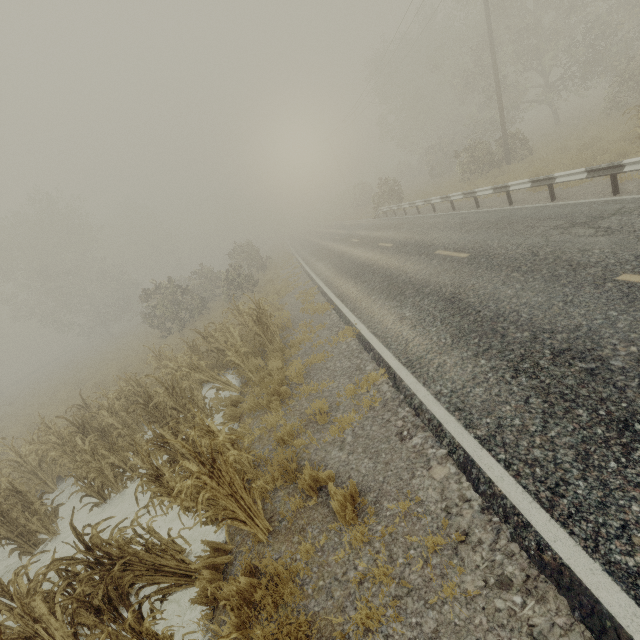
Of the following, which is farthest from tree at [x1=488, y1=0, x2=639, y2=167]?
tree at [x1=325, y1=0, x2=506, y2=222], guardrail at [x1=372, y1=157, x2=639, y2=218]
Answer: tree at [x1=325, y1=0, x2=506, y2=222]

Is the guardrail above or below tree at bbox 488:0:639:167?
below

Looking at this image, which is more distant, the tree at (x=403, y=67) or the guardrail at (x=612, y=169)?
the tree at (x=403, y=67)

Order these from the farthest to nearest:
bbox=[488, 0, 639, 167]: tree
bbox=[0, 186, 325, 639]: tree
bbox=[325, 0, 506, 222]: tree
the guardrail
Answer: bbox=[325, 0, 506, 222]: tree
bbox=[488, 0, 639, 167]: tree
the guardrail
bbox=[0, 186, 325, 639]: tree

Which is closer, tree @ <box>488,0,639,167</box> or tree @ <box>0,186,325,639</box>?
tree @ <box>0,186,325,639</box>

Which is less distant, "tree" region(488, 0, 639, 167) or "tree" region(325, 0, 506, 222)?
"tree" region(488, 0, 639, 167)

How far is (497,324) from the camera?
5.5m

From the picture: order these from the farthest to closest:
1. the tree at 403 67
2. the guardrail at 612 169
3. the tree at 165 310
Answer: the tree at 403 67 → the guardrail at 612 169 → the tree at 165 310
